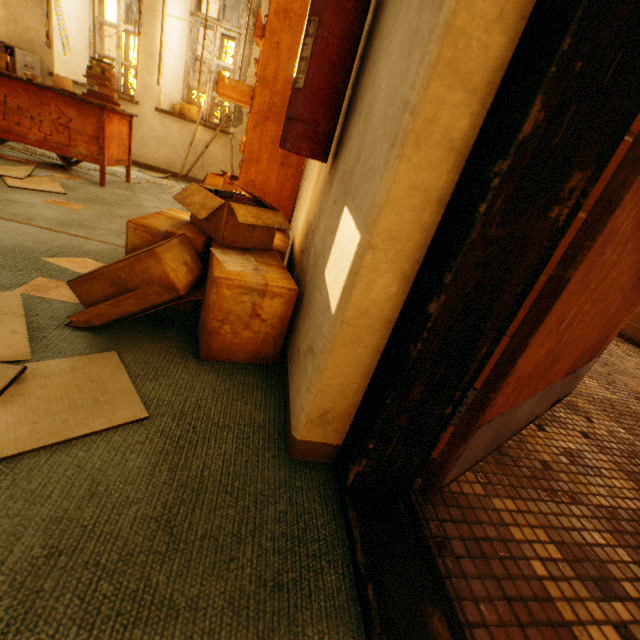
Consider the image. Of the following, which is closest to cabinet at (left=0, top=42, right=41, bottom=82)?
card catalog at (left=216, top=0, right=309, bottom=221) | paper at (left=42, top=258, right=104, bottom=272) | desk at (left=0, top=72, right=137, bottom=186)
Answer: desk at (left=0, top=72, right=137, bottom=186)

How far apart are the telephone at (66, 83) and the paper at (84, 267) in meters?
2.6

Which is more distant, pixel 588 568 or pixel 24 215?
pixel 24 215

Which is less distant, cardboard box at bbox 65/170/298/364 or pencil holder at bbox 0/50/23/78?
cardboard box at bbox 65/170/298/364

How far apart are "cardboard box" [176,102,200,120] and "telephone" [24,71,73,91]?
2.0 meters

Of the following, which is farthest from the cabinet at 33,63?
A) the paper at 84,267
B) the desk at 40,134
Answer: the paper at 84,267

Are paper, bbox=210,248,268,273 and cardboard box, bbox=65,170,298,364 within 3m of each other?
yes

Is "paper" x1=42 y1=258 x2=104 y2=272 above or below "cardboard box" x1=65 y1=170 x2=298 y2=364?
below
